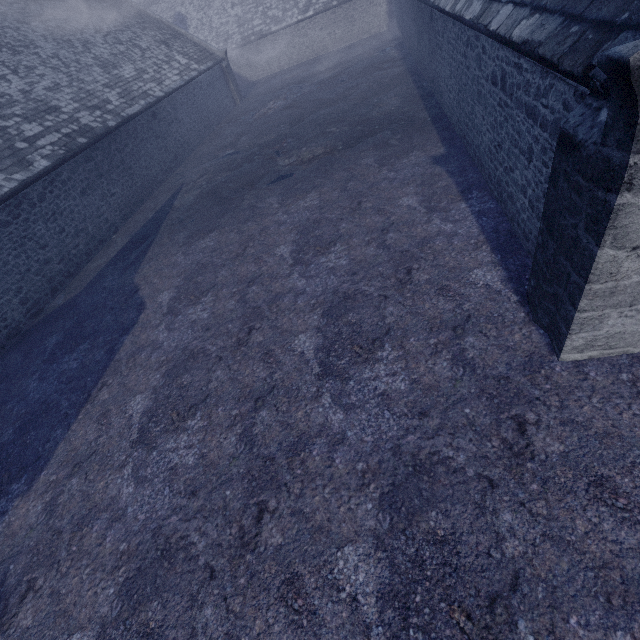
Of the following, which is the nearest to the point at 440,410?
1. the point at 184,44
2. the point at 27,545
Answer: the point at 27,545
